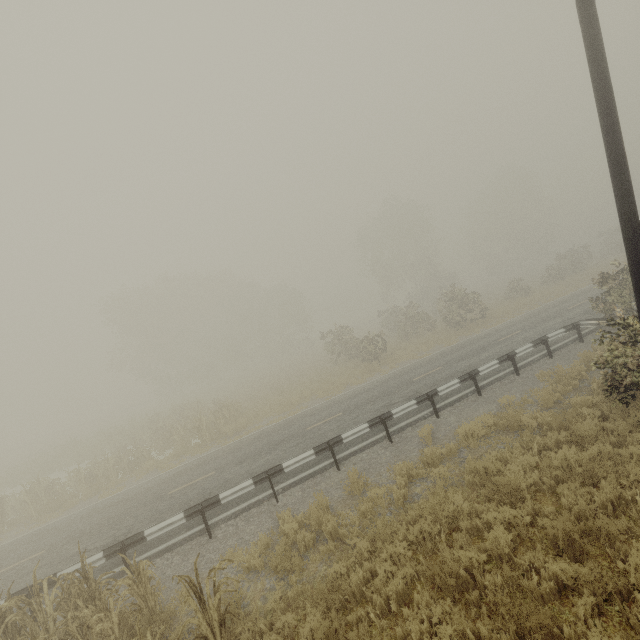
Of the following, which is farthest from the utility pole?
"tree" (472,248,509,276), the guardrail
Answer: "tree" (472,248,509,276)

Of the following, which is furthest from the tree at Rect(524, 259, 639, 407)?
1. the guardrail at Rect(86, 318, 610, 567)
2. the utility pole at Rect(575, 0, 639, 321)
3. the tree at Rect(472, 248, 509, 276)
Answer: the tree at Rect(472, 248, 509, 276)

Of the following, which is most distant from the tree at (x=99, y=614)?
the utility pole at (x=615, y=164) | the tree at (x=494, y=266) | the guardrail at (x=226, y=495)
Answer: the tree at (x=494, y=266)

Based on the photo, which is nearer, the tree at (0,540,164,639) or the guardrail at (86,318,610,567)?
the tree at (0,540,164,639)

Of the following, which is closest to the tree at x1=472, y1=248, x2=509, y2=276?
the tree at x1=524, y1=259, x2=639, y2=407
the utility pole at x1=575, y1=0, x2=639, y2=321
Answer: the tree at x1=524, y1=259, x2=639, y2=407

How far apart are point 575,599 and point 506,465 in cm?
387

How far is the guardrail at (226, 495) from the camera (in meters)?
8.51

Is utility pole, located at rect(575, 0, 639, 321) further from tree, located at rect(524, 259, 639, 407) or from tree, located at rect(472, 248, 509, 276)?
tree, located at rect(472, 248, 509, 276)
